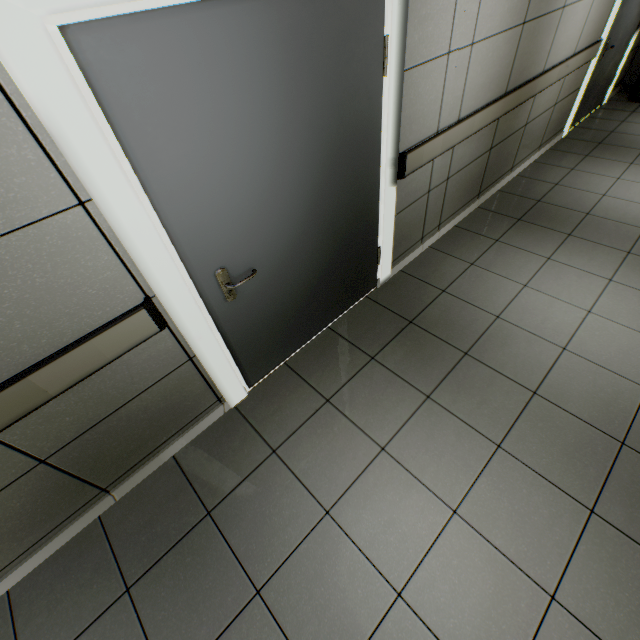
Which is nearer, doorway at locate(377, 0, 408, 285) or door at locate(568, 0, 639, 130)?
doorway at locate(377, 0, 408, 285)

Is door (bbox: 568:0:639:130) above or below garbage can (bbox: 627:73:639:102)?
above

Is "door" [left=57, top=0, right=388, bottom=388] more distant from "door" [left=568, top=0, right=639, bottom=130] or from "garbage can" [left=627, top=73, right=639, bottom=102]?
"garbage can" [left=627, top=73, right=639, bottom=102]

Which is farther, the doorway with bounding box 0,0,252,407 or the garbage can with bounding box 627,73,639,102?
the garbage can with bounding box 627,73,639,102

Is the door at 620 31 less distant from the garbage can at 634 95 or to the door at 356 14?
the garbage can at 634 95

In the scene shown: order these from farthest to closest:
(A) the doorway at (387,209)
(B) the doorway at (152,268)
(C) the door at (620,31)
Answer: (C) the door at (620,31) < (A) the doorway at (387,209) < (B) the doorway at (152,268)

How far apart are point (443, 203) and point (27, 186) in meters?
3.2 m
